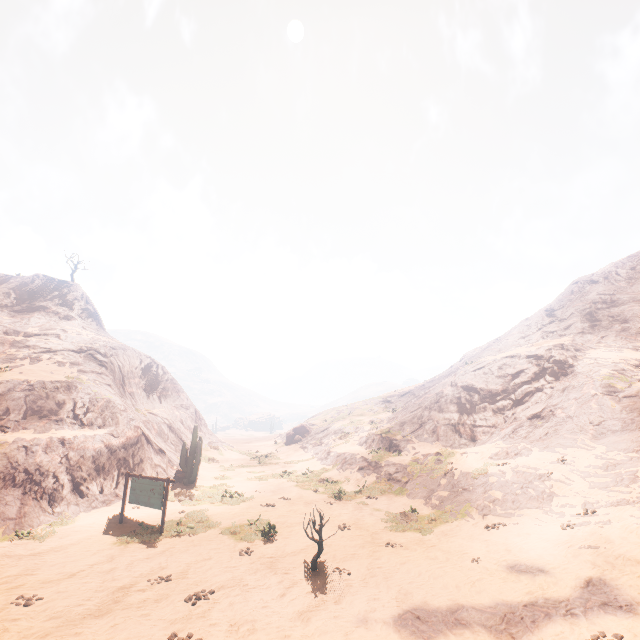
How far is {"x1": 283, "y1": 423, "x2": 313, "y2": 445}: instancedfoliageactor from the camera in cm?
4503

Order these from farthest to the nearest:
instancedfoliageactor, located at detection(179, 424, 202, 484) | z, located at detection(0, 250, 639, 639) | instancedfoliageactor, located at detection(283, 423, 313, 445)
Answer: instancedfoliageactor, located at detection(283, 423, 313, 445) → instancedfoliageactor, located at detection(179, 424, 202, 484) → z, located at detection(0, 250, 639, 639)

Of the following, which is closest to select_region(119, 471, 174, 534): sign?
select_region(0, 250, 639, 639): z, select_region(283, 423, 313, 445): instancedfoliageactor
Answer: select_region(0, 250, 639, 639): z

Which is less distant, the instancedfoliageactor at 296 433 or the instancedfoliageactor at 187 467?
the instancedfoliageactor at 187 467

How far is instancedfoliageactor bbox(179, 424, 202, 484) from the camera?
22.9 meters

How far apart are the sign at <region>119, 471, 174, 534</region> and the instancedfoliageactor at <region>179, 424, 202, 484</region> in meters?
7.4 m

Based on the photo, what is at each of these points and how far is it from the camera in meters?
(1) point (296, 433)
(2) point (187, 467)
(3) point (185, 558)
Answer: (1) instancedfoliageactor, 46.4
(2) instancedfoliageactor, 23.3
(3) z, 11.6

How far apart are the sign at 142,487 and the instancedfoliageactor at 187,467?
7.42m
